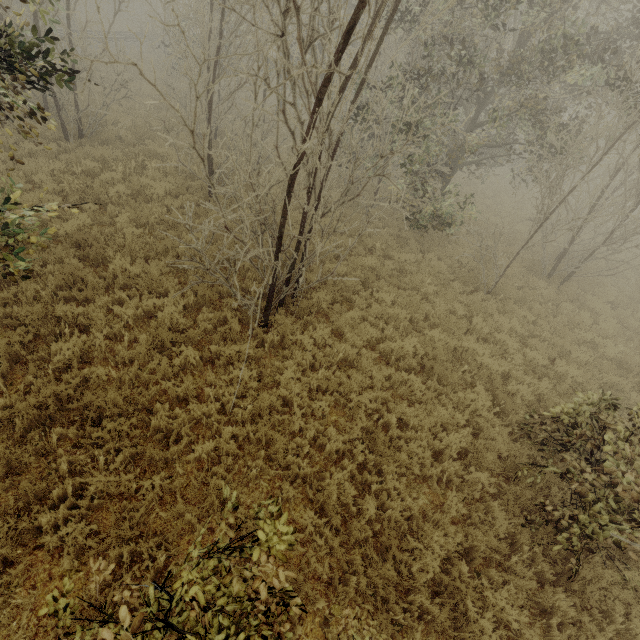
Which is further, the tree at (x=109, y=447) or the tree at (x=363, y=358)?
the tree at (x=363, y=358)

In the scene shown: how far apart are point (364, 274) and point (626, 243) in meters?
20.1 m

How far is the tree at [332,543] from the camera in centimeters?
424cm

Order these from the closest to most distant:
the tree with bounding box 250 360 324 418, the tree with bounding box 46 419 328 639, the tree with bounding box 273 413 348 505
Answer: the tree with bounding box 46 419 328 639, the tree with bounding box 273 413 348 505, the tree with bounding box 250 360 324 418

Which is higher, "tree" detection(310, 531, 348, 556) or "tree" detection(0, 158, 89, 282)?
"tree" detection(0, 158, 89, 282)

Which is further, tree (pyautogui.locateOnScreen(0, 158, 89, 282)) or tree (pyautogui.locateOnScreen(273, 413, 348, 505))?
tree (pyautogui.locateOnScreen(273, 413, 348, 505))

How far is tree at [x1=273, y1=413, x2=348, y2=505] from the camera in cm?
474
